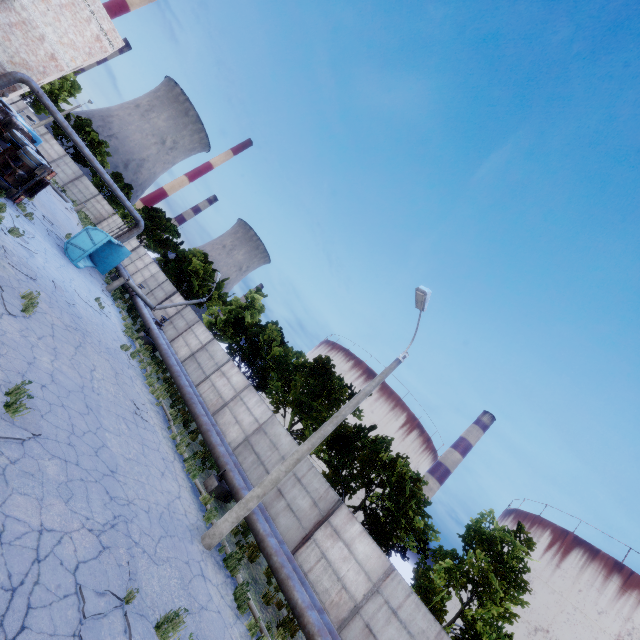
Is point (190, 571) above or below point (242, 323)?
below

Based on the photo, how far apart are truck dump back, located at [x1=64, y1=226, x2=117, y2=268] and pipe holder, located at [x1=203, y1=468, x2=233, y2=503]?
16.2 meters

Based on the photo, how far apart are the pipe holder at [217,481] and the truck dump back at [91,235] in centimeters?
1623cm

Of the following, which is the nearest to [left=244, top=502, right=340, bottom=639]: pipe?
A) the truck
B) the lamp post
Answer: the lamp post

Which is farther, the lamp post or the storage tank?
the storage tank

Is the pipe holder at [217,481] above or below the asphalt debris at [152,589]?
above

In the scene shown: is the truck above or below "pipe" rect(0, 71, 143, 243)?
below

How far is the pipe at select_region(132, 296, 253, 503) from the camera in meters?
12.8 m
